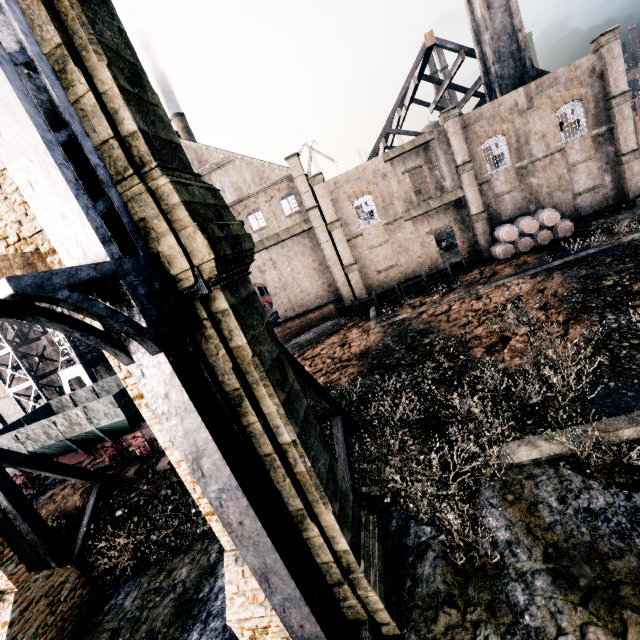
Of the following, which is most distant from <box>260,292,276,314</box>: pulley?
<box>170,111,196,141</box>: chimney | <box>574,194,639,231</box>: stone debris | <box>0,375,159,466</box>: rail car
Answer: <box>574,194,639,231</box>: stone debris

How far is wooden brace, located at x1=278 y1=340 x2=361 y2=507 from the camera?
9.5m

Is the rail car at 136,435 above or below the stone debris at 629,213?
above

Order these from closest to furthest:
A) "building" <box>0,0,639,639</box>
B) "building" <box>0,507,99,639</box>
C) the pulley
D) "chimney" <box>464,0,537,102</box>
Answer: "building" <box>0,0,639,639</box>, "building" <box>0,507,99,639</box>, "chimney" <box>464,0,537,102</box>, the pulley

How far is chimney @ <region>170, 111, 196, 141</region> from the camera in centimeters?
4750cm

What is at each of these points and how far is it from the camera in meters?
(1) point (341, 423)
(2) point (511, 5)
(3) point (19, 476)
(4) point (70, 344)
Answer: (1) wooden brace, 11.9 m
(2) chimney, 27.5 m
(3) rail car, 17.8 m
(4) crane, 30.9 m

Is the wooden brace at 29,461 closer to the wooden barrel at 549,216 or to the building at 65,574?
the building at 65,574

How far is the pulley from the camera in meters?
45.2
